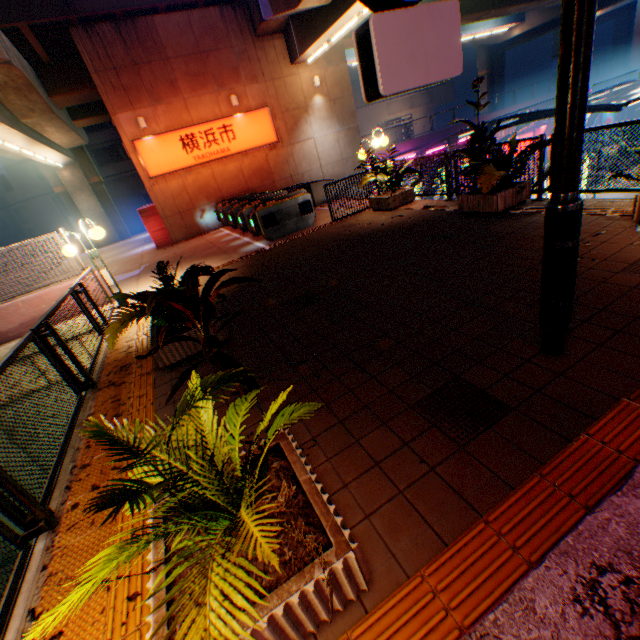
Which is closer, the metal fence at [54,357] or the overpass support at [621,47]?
the metal fence at [54,357]

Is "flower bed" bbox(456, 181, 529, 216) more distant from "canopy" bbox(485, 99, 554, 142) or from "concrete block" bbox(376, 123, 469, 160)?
"concrete block" bbox(376, 123, 469, 160)

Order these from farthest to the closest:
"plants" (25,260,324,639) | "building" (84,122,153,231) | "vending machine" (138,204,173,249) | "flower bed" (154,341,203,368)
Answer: "building" (84,122,153,231)
"vending machine" (138,204,173,249)
"flower bed" (154,341,203,368)
"plants" (25,260,324,639)

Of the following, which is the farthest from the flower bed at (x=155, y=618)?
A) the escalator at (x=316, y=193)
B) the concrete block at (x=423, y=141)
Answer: the concrete block at (x=423, y=141)

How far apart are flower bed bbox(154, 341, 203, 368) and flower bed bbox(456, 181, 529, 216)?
5.9m

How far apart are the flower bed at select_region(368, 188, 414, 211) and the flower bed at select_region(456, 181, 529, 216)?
2.5 meters

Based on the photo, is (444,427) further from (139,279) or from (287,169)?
(287,169)

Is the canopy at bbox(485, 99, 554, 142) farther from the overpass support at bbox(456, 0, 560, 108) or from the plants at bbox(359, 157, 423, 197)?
the plants at bbox(359, 157, 423, 197)
